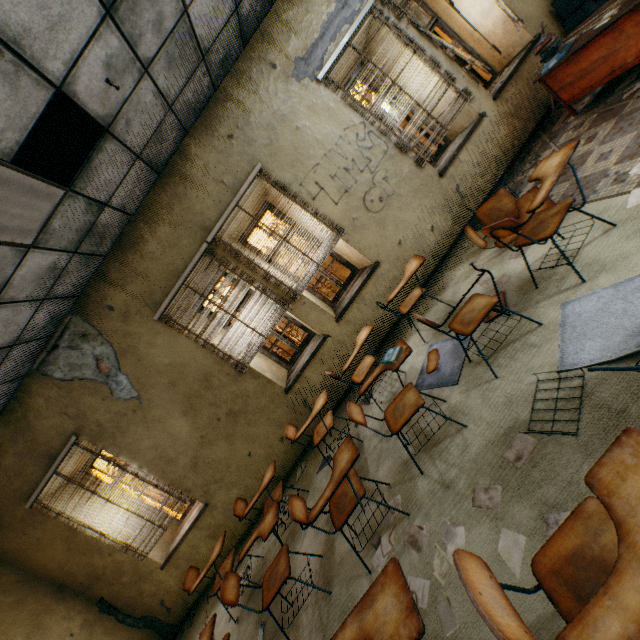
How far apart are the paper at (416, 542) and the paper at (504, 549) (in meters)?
0.25

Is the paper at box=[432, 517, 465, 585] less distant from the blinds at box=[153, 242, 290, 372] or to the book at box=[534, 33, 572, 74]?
the blinds at box=[153, 242, 290, 372]

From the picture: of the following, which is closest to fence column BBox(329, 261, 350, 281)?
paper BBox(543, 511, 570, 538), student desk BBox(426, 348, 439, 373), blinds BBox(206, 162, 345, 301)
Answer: blinds BBox(206, 162, 345, 301)

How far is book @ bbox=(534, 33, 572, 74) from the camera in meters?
3.7 m

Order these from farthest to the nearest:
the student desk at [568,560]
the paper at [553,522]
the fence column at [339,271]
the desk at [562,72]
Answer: the fence column at [339,271], the desk at [562,72], the paper at [553,522], the student desk at [568,560]

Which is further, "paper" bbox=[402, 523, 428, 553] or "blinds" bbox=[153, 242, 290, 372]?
"blinds" bbox=[153, 242, 290, 372]

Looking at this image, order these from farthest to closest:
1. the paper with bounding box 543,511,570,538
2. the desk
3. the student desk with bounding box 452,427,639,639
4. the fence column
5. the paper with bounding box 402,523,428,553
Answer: the fence column
the desk
the paper with bounding box 402,523,428,553
the paper with bounding box 543,511,570,538
the student desk with bounding box 452,427,639,639

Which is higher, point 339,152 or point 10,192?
point 10,192
